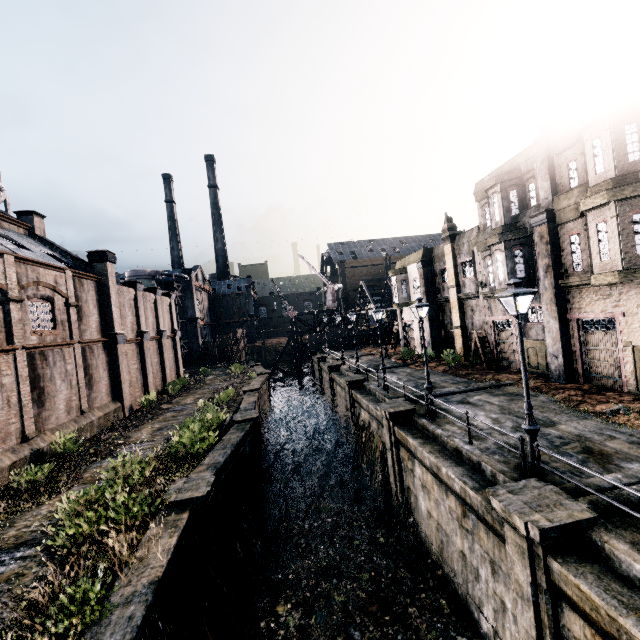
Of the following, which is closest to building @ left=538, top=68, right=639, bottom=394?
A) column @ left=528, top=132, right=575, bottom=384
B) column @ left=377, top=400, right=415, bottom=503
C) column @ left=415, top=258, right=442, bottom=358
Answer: column @ left=528, top=132, right=575, bottom=384

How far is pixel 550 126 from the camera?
19.2 meters

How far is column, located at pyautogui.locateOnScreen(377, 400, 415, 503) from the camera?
15.8m

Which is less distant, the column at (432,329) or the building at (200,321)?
the column at (432,329)

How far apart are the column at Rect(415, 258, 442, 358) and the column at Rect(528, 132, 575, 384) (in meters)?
12.14

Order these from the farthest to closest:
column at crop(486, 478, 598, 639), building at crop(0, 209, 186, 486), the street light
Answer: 1. building at crop(0, 209, 186, 486)
2. the street light
3. column at crop(486, 478, 598, 639)

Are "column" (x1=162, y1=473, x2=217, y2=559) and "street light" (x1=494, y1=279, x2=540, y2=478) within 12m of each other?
yes

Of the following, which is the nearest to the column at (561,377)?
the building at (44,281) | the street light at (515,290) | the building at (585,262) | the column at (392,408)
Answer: the building at (585,262)
